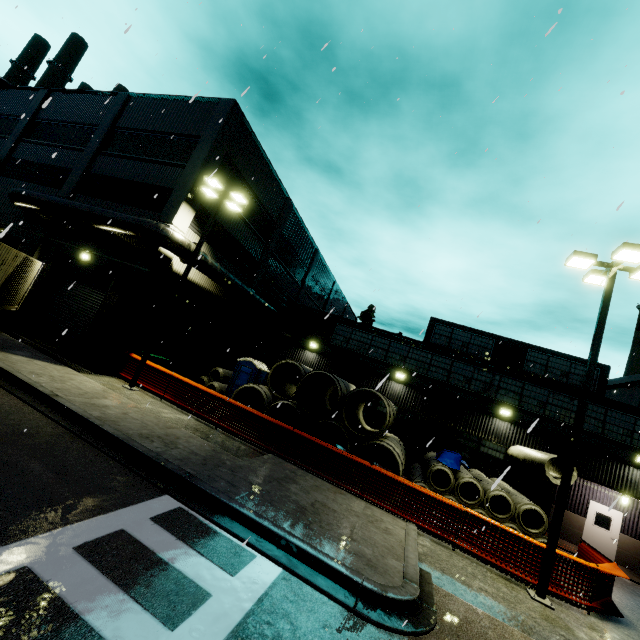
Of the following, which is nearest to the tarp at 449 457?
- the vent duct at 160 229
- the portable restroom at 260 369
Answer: the vent duct at 160 229

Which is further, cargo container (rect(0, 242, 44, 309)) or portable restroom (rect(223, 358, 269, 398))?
portable restroom (rect(223, 358, 269, 398))

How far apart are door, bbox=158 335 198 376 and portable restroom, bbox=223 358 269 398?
3.04m

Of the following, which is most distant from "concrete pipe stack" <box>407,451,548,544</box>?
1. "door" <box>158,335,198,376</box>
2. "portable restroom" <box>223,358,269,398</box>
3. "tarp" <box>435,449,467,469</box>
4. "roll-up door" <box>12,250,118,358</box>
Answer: "portable restroom" <box>223,358,269,398</box>

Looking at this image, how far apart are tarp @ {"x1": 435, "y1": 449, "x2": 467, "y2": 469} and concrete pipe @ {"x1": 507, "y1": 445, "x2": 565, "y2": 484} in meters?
0.8 m

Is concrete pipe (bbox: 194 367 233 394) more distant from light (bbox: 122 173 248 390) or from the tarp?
the tarp

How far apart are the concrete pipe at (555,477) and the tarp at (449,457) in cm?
78

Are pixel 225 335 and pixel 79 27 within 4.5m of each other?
no
